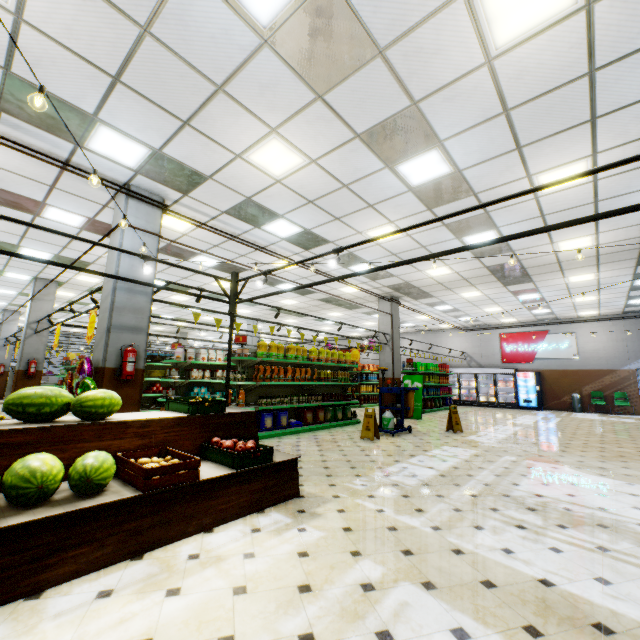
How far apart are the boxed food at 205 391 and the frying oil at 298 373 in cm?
328

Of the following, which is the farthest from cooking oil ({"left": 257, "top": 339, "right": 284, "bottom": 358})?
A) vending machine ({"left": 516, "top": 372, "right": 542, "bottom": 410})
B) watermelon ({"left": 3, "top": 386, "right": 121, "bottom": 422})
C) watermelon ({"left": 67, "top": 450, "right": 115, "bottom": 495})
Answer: vending machine ({"left": 516, "top": 372, "right": 542, "bottom": 410})

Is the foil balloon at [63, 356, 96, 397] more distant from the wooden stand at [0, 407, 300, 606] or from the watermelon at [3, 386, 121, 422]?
the watermelon at [3, 386, 121, 422]

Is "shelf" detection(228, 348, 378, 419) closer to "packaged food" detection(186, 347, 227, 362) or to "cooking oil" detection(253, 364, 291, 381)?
"cooking oil" detection(253, 364, 291, 381)

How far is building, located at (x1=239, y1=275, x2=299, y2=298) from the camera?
11.7 meters

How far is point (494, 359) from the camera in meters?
19.8

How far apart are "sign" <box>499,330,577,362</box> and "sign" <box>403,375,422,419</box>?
9.83m

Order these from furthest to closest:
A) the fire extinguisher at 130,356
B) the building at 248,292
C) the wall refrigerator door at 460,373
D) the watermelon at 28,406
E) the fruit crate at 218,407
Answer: the wall refrigerator door at 460,373 < the building at 248,292 < the fire extinguisher at 130,356 < the fruit crate at 218,407 < the watermelon at 28,406
